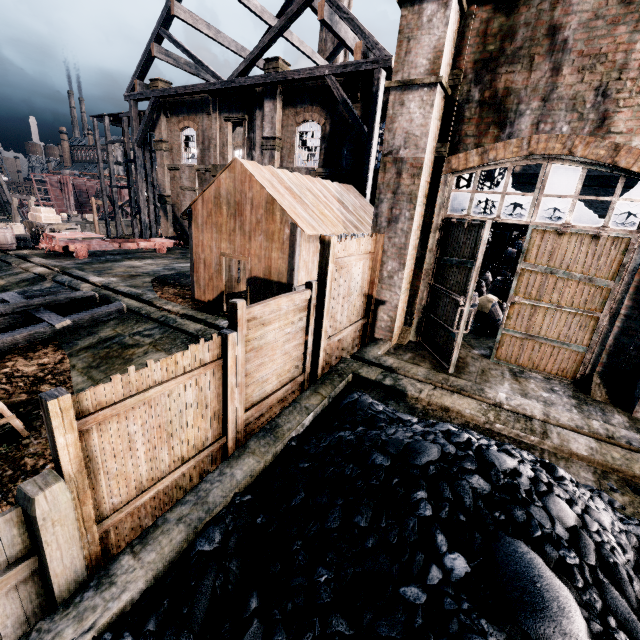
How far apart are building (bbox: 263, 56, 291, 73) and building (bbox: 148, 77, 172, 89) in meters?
11.1 m

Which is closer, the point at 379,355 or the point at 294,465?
the point at 294,465

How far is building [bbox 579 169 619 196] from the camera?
31.8m

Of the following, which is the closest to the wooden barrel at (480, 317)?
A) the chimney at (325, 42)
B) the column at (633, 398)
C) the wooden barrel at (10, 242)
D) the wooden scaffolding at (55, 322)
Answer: the column at (633, 398)

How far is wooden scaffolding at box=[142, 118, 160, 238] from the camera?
29.3 meters

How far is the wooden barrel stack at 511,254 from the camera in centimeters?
1605cm

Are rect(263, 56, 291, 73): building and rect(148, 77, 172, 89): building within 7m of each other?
no

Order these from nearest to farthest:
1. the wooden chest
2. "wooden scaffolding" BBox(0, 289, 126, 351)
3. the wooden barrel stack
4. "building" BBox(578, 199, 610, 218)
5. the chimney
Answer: "wooden scaffolding" BBox(0, 289, 126, 351) → the wooden barrel stack → the wooden chest → "building" BBox(578, 199, 610, 218) → the chimney
